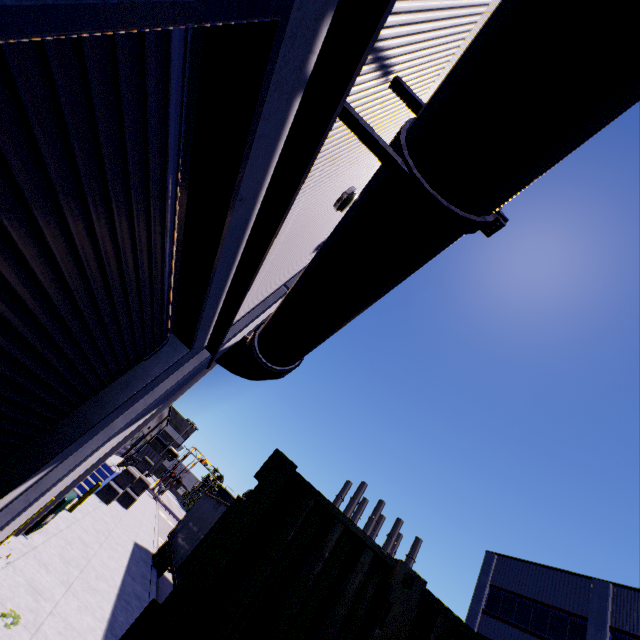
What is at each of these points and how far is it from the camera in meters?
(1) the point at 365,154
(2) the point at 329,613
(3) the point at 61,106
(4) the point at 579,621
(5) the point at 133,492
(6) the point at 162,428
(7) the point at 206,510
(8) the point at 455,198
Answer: (1) building, 4.4
(2) cargo container, 1.7
(3) roll-up door, 1.4
(4) building, 19.3
(5) concrete block, 22.3
(6) building, 38.0
(7) semi trailer, 15.4
(8) pipe, 2.4

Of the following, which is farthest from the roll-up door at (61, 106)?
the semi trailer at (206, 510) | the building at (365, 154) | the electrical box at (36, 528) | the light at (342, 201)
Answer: the electrical box at (36, 528)

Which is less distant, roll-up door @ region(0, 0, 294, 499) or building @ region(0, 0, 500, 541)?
roll-up door @ region(0, 0, 294, 499)

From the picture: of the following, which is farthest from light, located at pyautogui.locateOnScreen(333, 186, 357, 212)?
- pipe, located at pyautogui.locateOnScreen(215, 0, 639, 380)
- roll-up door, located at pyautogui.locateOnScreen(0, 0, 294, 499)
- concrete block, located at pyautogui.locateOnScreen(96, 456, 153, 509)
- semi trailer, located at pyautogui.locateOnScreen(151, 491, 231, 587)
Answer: concrete block, located at pyautogui.locateOnScreen(96, 456, 153, 509)

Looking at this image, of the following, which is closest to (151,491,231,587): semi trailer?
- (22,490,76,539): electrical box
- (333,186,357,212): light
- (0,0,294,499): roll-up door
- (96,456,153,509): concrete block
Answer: (0,0,294,499): roll-up door

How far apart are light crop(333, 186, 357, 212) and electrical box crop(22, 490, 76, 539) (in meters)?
9.93

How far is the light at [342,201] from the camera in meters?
5.2 m

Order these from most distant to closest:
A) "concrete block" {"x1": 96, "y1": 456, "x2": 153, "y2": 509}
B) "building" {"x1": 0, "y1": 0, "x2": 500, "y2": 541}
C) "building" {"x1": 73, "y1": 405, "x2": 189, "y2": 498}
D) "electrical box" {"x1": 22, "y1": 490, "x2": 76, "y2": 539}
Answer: "concrete block" {"x1": 96, "y1": 456, "x2": 153, "y2": 509}
"building" {"x1": 73, "y1": 405, "x2": 189, "y2": 498}
"electrical box" {"x1": 22, "y1": 490, "x2": 76, "y2": 539}
"building" {"x1": 0, "y1": 0, "x2": 500, "y2": 541}
